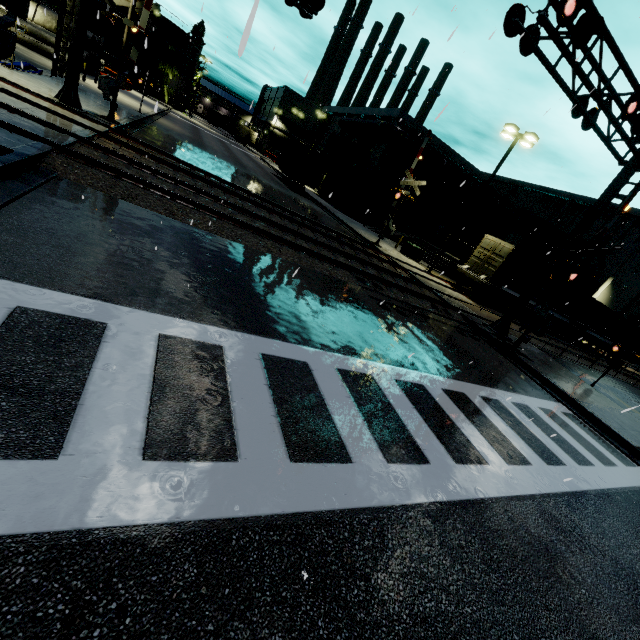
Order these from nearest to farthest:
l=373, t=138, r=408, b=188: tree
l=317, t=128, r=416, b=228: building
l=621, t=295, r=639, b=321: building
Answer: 1. l=373, t=138, r=408, b=188: tree
2. l=317, t=128, r=416, b=228: building
3. l=621, t=295, r=639, b=321: building

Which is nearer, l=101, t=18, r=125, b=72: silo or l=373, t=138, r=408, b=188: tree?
l=373, t=138, r=408, b=188: tree

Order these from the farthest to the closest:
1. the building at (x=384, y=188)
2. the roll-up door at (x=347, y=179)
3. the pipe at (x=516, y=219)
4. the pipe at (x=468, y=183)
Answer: the pipe at (x=516, y=219)
the roll-up door at (x=347, y=179)
the building at (x=384, y=188)
the pipe at (x=468, y=183)

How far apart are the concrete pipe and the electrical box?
33.6 meters

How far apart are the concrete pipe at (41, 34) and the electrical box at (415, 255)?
33.64m

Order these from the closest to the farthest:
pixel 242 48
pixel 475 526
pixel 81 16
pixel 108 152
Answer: pixel 242 48 < pixel 475 526 < pixel 108 152 < pixel 81 16

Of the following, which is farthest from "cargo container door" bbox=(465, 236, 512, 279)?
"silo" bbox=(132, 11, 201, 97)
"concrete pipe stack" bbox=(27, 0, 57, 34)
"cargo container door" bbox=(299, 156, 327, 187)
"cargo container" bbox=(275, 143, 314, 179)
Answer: "silo" bbox=(132, 11, 201, 97)

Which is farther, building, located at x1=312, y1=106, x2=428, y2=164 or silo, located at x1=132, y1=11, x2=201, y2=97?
silo, located at x1=132, y1=11, x2=201, y2=97
